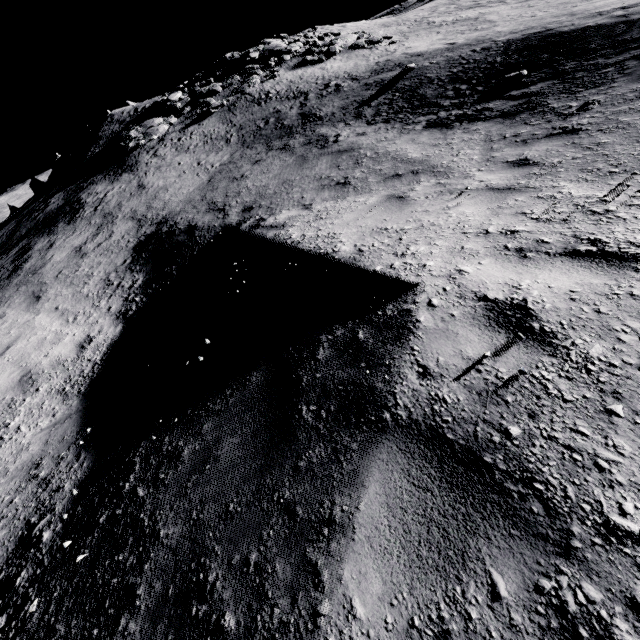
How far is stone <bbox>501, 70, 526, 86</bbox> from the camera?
8.4 meters

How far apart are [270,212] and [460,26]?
19.03m

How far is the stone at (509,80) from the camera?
8.4m
